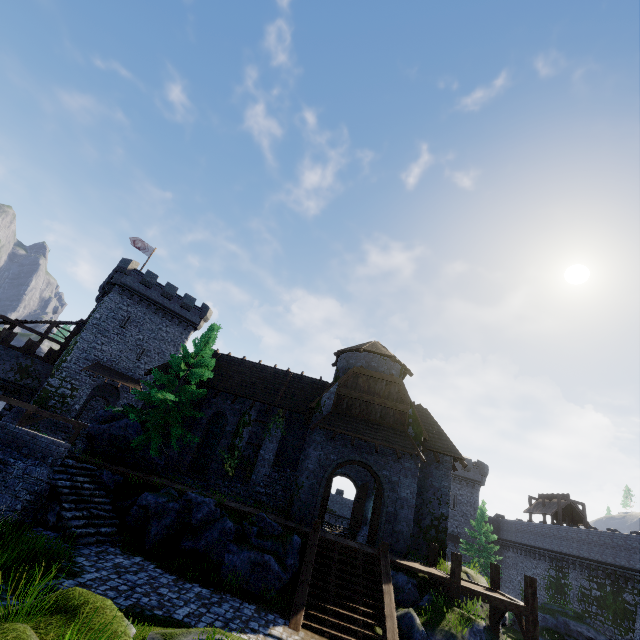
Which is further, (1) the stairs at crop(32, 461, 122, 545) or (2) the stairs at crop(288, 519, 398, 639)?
(1) the stairs at crop(32, 461, 122, 545)

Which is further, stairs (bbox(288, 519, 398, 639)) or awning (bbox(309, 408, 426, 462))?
awning (bbox(309, 408, 426, 462))

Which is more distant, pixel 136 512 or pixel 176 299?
pixel 176 299

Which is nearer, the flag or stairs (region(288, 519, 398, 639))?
stairs (region(288, 519, 398, 639))

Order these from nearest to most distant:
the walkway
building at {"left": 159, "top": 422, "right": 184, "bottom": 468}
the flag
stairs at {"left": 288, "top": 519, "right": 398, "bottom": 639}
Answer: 1. stairs at {"left": 288, "top": 519, "right": 398, "bottom": 639}
2. the walkway
3. building at {"left": 159, "top": 422, "right": 184, "bottom": 468}
4. the flag

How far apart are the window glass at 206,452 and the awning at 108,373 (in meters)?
17.21

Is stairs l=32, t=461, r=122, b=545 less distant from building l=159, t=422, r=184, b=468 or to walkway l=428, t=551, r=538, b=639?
building l=159, t=422, r=184, b=468

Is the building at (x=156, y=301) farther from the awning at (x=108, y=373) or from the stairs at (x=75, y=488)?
the stairs at (x=75, y=488)
